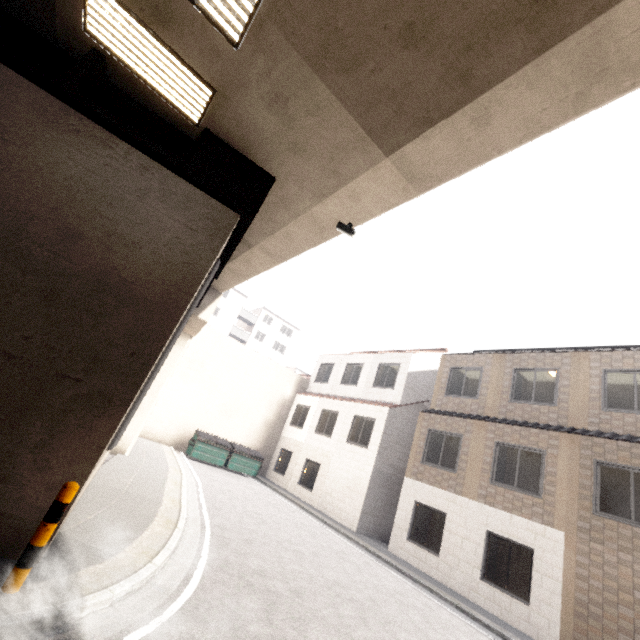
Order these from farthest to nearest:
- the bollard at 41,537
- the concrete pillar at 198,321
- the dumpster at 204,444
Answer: the dumpster at 204,444 < the concrete pillar at 198,321 < the bollard at 41,537

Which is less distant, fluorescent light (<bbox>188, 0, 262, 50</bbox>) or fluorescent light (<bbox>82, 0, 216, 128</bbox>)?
fluorescent light (<bbox>188, 0, 262, 50</bbox>)

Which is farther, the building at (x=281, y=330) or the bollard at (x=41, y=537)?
the building at (x=281, y=330)

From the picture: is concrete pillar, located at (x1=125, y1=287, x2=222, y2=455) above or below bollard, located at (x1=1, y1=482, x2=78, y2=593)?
above

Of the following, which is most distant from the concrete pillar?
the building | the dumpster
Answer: the building

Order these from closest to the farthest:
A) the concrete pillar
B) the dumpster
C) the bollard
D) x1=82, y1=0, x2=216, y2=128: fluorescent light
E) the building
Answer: the bollard, x1=82, y1=0, x2=216, y2=128: fluorescent light, the concrete pillar, the dumpster, the building

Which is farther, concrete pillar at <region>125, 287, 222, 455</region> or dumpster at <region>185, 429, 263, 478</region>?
dumpster at <region>185, 429, 263, 478</region>

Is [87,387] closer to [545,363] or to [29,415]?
[29,415]
